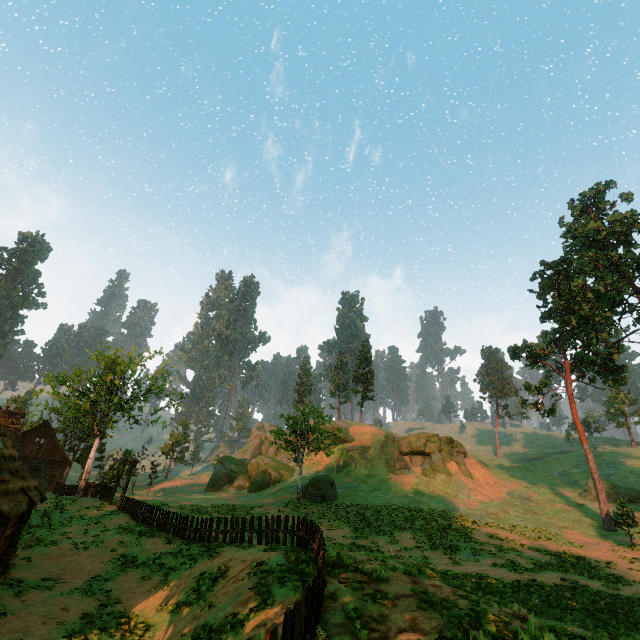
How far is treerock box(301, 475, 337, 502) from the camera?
34.8m

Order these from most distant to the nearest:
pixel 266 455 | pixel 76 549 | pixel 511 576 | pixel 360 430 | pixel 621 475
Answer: pixel 266 455 < pixel 360 430 < pixel 621 475 < pixel 76 549 < pixel 511 576

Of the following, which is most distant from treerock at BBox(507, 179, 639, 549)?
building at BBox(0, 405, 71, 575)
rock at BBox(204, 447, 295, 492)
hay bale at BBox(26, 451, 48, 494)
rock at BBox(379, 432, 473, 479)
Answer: rock at BBox(379, 432, 473, 479)

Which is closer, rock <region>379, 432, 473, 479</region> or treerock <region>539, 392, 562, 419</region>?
treerock <region>539, 392, 562, 419</region>

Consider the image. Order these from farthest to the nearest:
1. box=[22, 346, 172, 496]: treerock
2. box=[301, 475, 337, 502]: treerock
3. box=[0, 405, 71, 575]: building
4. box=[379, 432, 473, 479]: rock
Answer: box=[379, 432, 473, 479]: rock, box=[301, 475, 337, 502]: treerock, box=[22, 346, 172, 496]: treerock, box=[0, 405, 71, 575]: building

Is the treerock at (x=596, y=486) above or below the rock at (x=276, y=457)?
above

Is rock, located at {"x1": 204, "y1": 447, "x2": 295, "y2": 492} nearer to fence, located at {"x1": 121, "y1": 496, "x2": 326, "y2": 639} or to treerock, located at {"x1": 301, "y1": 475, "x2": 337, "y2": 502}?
treerock, located at {"x1": 301, "y1": 475, "x2": 337, "y2": 502}

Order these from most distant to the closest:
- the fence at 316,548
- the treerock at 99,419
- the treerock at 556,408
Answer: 1. the treerock at 556,408
2. the treerock at 99,419
3. the fence at 316,548
